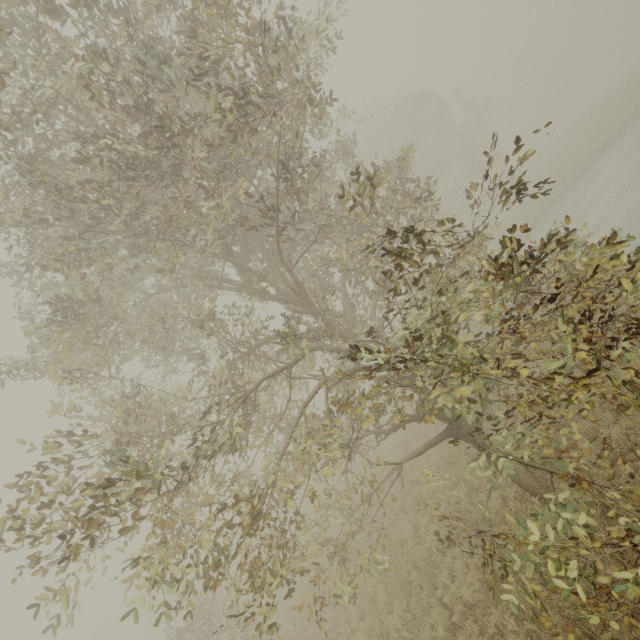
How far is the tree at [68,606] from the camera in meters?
3.9

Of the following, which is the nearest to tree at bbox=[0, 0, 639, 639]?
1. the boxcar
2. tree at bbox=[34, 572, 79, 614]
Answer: tree at bbox=[34, 572, 79, 614]

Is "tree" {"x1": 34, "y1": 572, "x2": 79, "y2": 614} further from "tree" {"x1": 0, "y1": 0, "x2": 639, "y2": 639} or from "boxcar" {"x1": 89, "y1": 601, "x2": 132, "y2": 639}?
"boxcar" {"x1": 89, "y1": 601, "x2": 132, "y2": 639}

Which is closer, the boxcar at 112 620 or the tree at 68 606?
the tree at 68 606

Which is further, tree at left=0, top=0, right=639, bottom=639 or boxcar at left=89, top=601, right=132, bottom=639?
boxcar at left=89, top=601, right=132, bottom=639

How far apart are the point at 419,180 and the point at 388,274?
3.0m

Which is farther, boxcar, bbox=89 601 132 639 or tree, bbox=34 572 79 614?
boxcar, bbox=89 601 132 639
